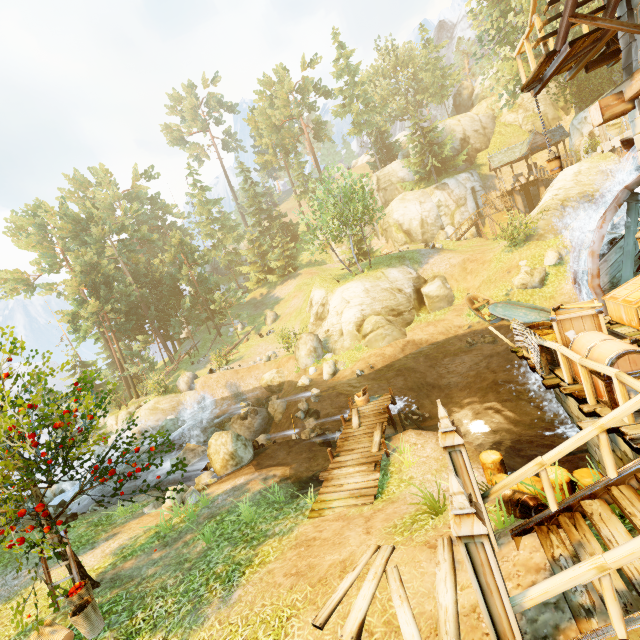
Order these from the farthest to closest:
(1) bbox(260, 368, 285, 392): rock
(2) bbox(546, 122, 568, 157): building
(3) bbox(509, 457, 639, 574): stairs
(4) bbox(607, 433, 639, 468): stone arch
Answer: (2) bbox(546, 122, 568, 157): building < (1) bbox(260, 368, 285, 392): rock < (4) bbox(607, 433, 639, 468): stone arch < (3) bbox(509, 457, 639, 574): stairs

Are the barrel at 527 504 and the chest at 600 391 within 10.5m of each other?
yes

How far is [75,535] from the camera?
12.0 meters

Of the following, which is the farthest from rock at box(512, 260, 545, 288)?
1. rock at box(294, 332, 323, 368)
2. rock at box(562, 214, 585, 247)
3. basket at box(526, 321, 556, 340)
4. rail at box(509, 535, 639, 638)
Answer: rail at box(509, 535, 639, 638)

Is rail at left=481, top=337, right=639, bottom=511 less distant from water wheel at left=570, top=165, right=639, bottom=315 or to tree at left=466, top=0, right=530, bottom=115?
water wheel at left=570, top=165, right=639, bottom=315

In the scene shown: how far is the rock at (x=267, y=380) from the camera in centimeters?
2594cm

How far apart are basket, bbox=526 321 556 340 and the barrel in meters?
3.3 m

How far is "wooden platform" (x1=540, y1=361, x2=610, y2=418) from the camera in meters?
5.6
